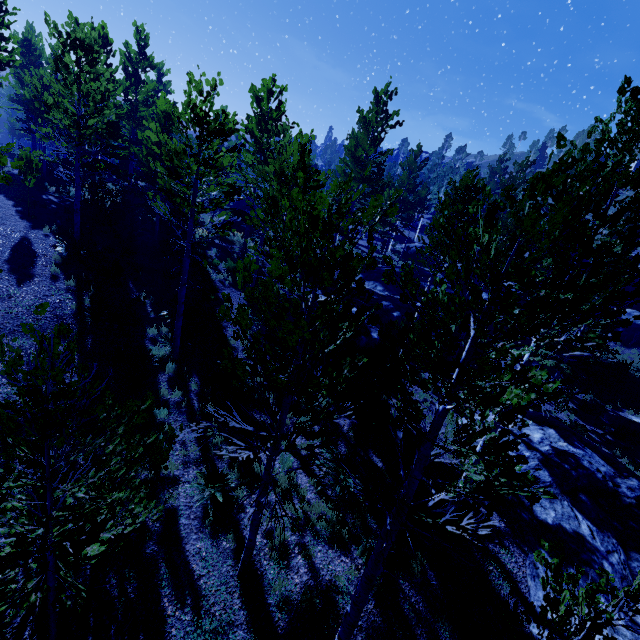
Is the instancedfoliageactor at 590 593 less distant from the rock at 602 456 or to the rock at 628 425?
the rock at 602 456

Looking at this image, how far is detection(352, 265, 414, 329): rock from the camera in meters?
19.4

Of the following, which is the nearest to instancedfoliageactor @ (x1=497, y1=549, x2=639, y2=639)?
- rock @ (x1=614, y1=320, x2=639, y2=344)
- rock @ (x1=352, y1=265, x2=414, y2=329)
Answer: rock @ (x1=352, y1=265, x2=414, y2=329)

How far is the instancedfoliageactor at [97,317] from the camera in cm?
1078

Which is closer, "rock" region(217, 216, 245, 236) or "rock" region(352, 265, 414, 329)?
"rock" region(352, 265, 414, 329)

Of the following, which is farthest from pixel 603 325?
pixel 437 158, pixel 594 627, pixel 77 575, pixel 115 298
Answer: pixel 437 158

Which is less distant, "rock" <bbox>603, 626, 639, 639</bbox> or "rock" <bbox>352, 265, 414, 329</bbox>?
"rock" <bbox>603, 626, 639, 639</bbox>
